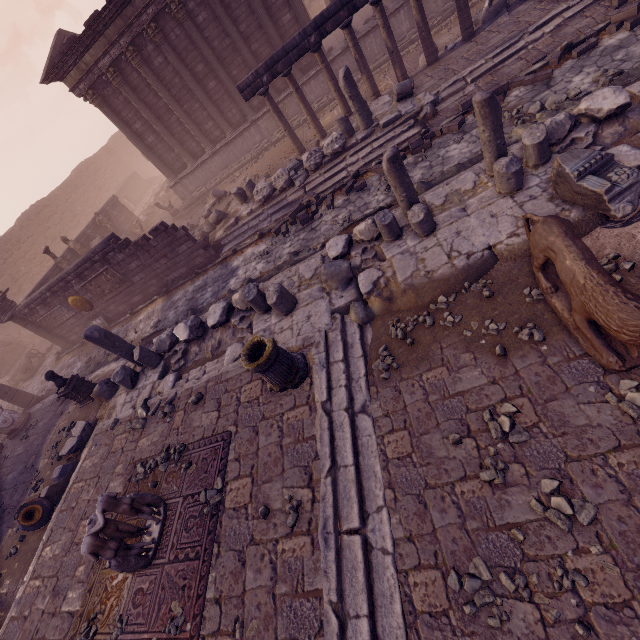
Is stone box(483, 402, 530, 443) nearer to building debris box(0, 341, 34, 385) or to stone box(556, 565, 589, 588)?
stone box(556, 565, 589, 588)

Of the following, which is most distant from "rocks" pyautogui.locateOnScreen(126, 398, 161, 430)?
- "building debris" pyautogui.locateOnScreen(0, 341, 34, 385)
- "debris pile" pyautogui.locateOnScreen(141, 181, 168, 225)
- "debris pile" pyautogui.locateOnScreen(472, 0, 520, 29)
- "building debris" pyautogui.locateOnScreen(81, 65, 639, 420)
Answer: "debris pile" pyautogui.locateOnScreen(141, 181, 168, 225)

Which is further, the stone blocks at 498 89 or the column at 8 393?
the column at 8 393

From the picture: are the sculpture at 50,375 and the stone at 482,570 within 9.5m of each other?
no

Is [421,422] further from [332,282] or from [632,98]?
[632,98]

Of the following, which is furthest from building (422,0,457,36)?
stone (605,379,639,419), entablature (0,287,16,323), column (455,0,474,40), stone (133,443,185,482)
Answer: stone (605,379,639,419)

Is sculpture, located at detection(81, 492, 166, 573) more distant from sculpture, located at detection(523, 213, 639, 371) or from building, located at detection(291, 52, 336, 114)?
building, located at detection(291, 52, 336, 114)

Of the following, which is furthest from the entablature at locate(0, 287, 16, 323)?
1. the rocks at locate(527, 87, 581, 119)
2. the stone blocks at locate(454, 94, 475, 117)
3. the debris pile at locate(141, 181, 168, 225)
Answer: the rocks at locate(527, 87, 581, 119)
